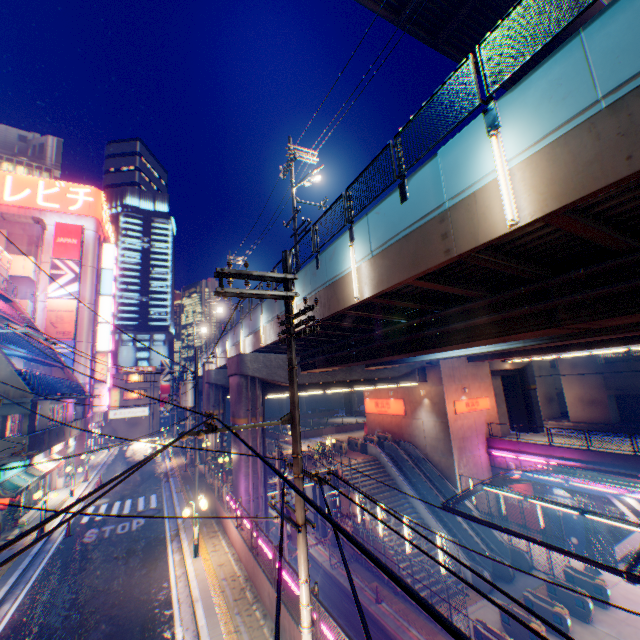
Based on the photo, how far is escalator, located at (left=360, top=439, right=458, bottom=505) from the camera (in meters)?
25.34

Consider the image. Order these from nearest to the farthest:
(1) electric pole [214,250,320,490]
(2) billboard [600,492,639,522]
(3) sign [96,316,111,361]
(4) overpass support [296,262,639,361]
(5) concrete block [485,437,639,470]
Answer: (1) electric pole [214,250,320,490]
(4) overpass support [296,262,639,361]
(2) billboard [600,492,639,522]
(5) concrete block [485,437,639,470]
(3) sign [96,316,111,361]

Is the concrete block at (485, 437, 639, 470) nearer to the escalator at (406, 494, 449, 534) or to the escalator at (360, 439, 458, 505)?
the escalator at (360, 439, 458, 505)

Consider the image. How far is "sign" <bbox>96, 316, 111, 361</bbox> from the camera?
37.91m

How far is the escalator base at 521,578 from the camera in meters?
19.0

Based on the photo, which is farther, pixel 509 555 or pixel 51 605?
pixel 509 555

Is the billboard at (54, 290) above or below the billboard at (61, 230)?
below

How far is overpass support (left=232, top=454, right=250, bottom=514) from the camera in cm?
1978
